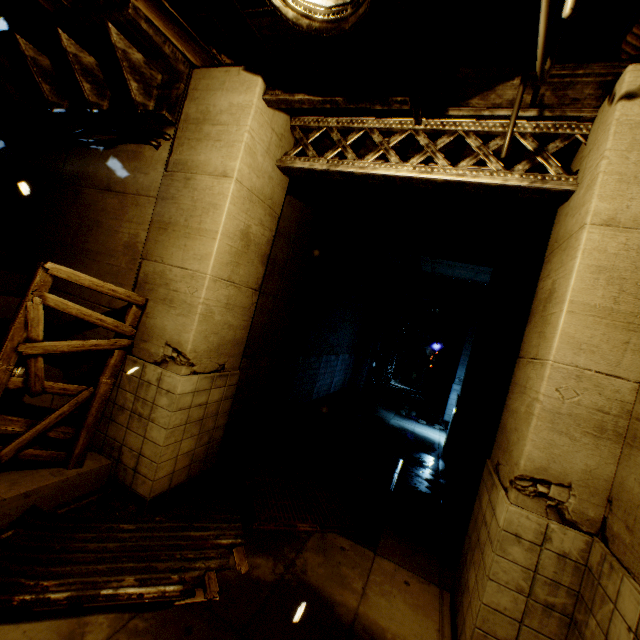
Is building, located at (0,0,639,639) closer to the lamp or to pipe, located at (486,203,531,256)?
pipe, located at (486,203,531,256)

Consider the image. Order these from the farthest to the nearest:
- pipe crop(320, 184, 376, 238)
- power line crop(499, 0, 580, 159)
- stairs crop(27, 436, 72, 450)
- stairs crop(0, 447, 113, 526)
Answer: pipe crop(320, 184, 376, 238), stairs crop(27, 436, 72, 450), stairs crop(0, 447, 113, 526), power line crop(499, 0, 580, 159)

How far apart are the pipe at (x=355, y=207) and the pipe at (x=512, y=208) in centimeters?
304cm

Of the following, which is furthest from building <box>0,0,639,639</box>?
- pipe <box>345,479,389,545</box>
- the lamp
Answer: pipe <box>345,479,389,545</box>

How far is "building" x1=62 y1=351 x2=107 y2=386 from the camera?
4.7m

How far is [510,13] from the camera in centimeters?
302cm

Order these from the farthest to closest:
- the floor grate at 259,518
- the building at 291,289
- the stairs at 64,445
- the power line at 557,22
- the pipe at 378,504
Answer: the pipe at 378,504 < the floor grate at 259,518 < the stairs at 64,445 < the building at 291,289 < the power line at 557,22

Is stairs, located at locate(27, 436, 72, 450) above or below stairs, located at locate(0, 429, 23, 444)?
below
